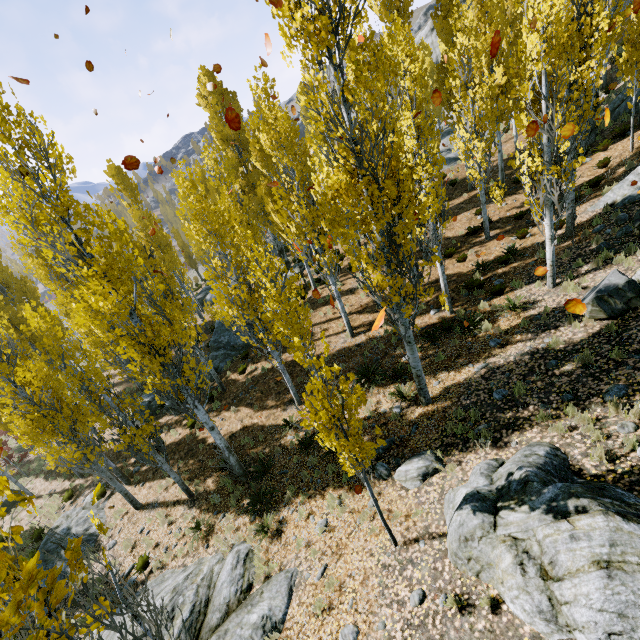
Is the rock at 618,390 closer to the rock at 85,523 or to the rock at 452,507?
the rock at 452,507

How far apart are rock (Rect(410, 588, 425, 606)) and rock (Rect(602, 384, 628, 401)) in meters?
4.9

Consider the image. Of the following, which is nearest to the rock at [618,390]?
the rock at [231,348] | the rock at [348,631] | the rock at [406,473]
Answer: the rock at [406,473]

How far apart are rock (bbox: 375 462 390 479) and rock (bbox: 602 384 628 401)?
4.82m

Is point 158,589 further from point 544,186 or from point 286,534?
point 544,186

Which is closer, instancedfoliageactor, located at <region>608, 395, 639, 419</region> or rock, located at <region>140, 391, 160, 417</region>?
instancedfoliageactor, located at <region>608, 395, 639, 419</region>

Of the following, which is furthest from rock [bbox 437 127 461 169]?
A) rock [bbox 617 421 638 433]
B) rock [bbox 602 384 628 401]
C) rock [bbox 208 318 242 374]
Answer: rock [bbox 617 421 638 433]

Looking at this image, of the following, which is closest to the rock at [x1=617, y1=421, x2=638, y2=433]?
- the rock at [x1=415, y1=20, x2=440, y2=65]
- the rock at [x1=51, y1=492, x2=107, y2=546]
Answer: the rock at [x1=415, y1=20, x2=440, y2=65]
